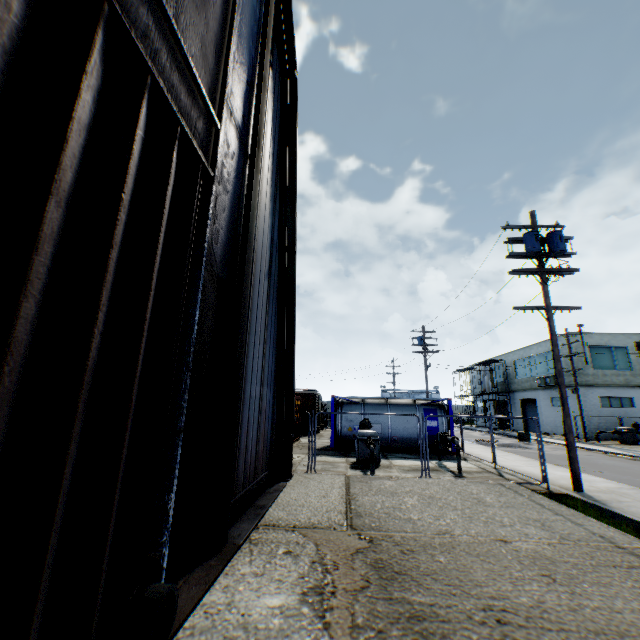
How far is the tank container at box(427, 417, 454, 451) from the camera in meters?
17.9 m

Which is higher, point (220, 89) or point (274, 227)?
point (274, 227)

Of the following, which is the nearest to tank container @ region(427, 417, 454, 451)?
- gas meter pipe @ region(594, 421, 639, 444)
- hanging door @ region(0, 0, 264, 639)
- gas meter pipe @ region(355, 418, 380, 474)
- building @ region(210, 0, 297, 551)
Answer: gas meter pipe @ region(355, 418, 380, 474)

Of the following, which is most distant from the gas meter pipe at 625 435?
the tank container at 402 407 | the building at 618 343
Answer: the tank container at 402 407

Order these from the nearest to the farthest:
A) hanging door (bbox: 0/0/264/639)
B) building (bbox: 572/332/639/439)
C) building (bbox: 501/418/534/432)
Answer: hanging door (bbox: 0/0/264/639)
building (bbox: 572/332/639/439)
building (bbox: 501/418/534/432)

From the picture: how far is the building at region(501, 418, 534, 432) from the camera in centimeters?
3834cm

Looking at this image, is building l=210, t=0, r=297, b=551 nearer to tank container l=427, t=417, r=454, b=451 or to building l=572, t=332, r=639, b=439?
tank container l=427, t=417, r=454, b=451

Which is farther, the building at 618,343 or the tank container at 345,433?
the building at 618,343
